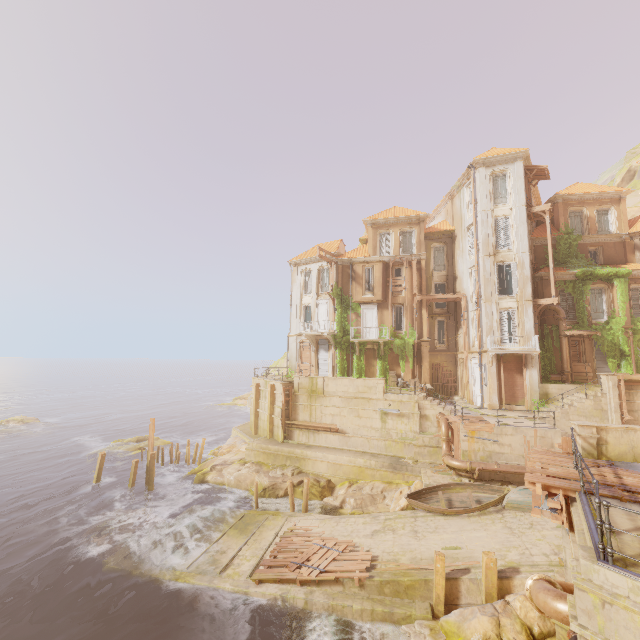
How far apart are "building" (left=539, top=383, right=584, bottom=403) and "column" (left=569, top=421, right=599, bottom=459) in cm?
1405

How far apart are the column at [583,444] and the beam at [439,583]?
6.21m

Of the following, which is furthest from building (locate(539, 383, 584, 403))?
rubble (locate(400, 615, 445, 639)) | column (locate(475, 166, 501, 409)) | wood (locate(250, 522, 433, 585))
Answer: rubble (locate(400, 615, 445, 639))

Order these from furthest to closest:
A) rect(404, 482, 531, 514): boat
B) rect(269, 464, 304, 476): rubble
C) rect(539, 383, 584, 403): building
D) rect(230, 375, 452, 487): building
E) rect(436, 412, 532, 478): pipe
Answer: rect(269, 464, 304, 476): rubble
rect(539, 383, 584, 403): building
rect(230, 375, 452, 487): building
rect(436, 412, 532, 478): pipe
rect(404, 482, 531, 514): boat

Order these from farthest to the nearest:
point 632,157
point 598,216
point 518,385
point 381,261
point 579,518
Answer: point 632,157
point 381,261
point 598,216
point 518,385
point 579,518

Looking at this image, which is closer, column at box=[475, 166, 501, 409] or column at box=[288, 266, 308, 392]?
column at box=[475, 166, 501, 409]

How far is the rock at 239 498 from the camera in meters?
20.8 m

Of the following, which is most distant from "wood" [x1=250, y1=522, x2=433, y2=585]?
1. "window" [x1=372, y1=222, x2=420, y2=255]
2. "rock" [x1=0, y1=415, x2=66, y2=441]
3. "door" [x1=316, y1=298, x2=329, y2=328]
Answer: "rock" [x1=0, y1=415, x2=66, y2=441]
